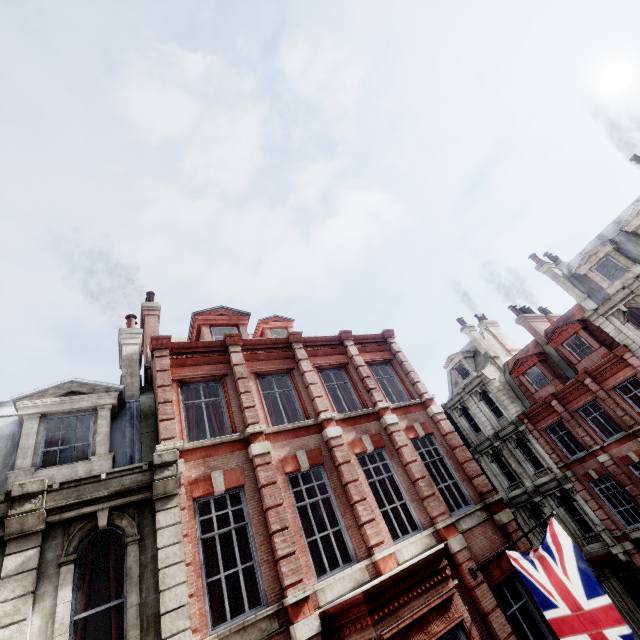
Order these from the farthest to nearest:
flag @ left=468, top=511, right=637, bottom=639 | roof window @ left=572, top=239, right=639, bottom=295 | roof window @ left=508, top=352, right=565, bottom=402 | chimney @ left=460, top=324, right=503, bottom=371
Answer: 1. chimney @ left=460, top=324, right=503, bottom=371
2. roof window @ left=508, top=352, right=565, bottom=402
3. roof window @ left=572, top=239, right=639, bottom=295
4. flag @ left=468, top=511, right=637, bottom=639

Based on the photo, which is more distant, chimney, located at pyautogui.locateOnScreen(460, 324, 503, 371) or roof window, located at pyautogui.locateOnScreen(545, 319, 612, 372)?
chimney, located at pyautogui.locateOnScreen(460, 324, 503, 371)

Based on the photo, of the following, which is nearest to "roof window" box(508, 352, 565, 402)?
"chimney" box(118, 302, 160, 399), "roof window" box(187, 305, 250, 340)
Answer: "roof window" box(187, 305, 250, 340)

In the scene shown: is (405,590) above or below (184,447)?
below

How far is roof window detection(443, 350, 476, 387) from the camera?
28.2 meters

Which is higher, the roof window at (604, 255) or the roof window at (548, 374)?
the roof window at (604, 255)

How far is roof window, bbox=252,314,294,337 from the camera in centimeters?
1545cm

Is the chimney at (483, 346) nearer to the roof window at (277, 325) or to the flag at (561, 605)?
the roof window at (277, 325)
